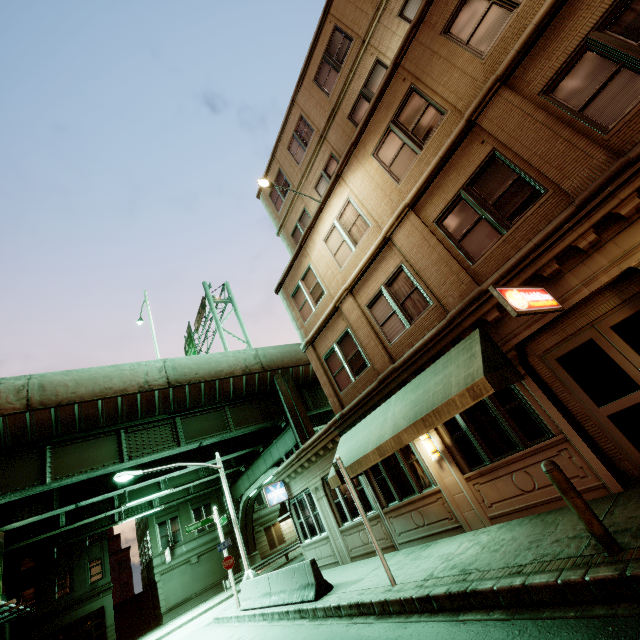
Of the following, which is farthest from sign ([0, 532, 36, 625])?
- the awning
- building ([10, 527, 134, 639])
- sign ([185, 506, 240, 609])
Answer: the awning

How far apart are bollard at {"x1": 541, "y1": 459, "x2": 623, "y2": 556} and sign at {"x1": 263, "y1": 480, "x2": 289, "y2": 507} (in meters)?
13.99

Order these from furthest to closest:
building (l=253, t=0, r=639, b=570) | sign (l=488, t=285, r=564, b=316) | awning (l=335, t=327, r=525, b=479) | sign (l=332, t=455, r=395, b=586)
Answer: sign (l=332, t=455, r=395, b=586) < awning (l=335, t=327, r=525, b=479) < building (l=253, t=0, r=639, b=570) < sign (l=488, t=285, r=564, b=316)

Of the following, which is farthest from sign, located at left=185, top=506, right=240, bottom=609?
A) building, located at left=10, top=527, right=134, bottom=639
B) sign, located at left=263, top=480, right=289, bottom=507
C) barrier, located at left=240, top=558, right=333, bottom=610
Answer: building, located at left=10, top=527, right=134, bottom=639

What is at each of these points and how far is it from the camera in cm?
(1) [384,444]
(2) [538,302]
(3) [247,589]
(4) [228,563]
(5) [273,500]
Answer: (1) awning, 888
(2) sign, 612
(3) barrier, 1458
(4) sign, 1677
(5) sign, 1587

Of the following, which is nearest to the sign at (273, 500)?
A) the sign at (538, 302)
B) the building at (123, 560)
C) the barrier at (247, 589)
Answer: the barrier at (247, 589)

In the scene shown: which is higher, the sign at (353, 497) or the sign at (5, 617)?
the sign at (5, 617)

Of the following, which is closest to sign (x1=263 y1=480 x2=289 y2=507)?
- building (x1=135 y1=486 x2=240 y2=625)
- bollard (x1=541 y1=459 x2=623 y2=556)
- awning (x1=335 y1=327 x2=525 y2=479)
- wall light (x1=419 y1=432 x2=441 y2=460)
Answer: awning (x1=335 y1=327 x2=525 y2=479)
